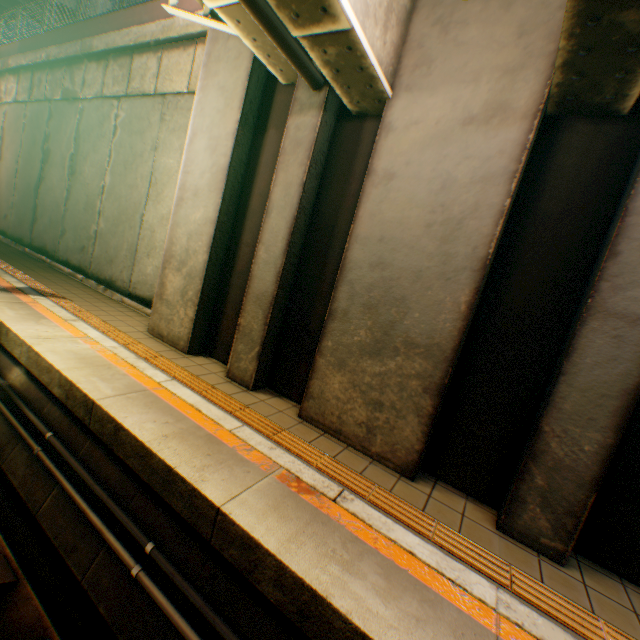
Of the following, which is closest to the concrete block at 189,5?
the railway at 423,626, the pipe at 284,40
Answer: the pipe at 284,40

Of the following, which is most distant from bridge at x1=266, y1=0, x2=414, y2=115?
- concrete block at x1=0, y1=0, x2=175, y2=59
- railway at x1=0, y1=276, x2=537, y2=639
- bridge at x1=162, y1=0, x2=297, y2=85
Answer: railway at x1=0, y1=276, x2=537, y2=639

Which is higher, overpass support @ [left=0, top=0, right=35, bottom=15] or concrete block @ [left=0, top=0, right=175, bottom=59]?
overpass support @ [left=0, top=0, right=35, bottom=15]

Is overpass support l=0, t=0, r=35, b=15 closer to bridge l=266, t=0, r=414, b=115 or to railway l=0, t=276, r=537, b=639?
bridge l=266, t=0, r=414, b=115

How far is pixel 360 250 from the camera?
3.96m

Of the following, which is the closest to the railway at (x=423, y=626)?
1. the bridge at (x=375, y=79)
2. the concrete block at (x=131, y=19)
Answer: the bridge at (x=375, y=79)

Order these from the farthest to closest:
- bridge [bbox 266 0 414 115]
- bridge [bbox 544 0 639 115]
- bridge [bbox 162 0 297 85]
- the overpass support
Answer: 1. the overpass support
2. bridge [bbox 162 0 297 85]
3. bridge [bbox 266 0 414 115]
4. bridge [bbox 544 0 639 115]

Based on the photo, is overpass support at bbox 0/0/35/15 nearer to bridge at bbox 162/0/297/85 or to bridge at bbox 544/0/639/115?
bridge at bbox 162/0/297/85
